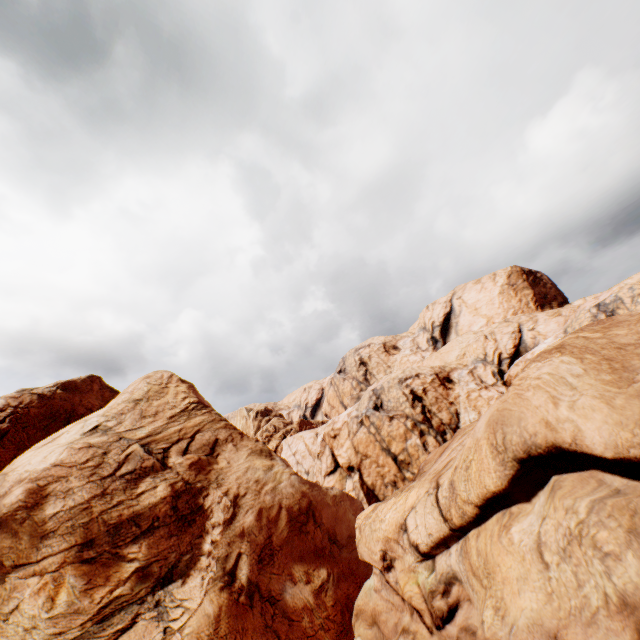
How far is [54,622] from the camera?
16.05m
